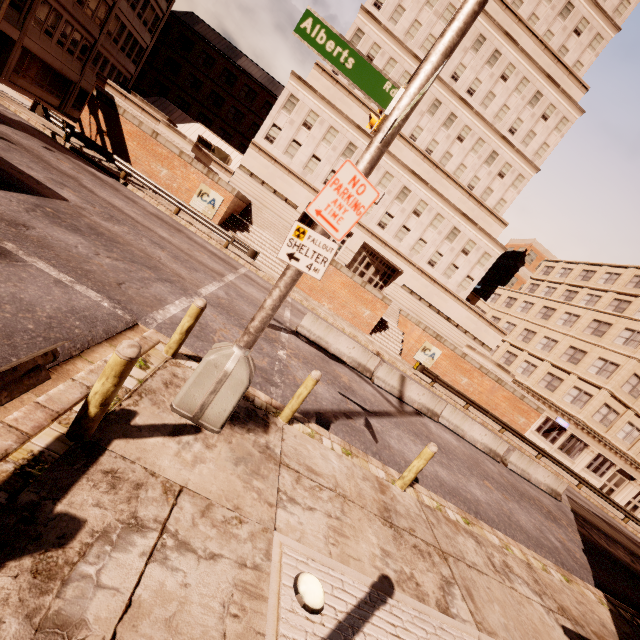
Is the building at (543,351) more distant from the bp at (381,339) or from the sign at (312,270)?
the sign at (312,270)

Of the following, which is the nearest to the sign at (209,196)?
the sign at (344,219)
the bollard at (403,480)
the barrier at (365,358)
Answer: the barrier at (365,358)

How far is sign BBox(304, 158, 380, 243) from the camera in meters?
4.3

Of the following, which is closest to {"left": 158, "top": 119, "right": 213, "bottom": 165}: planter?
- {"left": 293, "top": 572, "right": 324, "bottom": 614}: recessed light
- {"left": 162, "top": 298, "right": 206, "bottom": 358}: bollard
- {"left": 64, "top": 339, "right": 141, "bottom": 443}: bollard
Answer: {"left": 162, "top": 298, "right": 206, "bottom": 358}: bollard

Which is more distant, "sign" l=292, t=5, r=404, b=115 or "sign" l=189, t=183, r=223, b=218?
"sign" l=189, t=183, r=223, b=218

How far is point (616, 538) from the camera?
17.8m

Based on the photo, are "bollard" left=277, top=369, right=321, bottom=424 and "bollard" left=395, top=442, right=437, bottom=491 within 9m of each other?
yes

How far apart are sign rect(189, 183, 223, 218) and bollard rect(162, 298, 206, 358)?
18.9 meters
